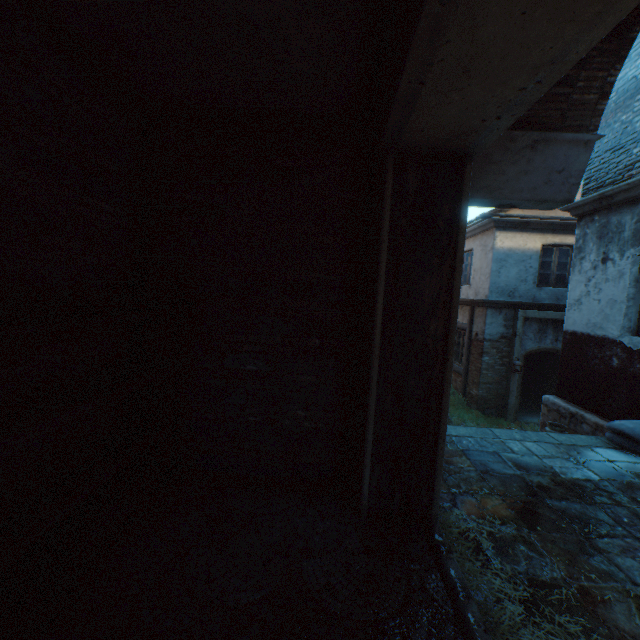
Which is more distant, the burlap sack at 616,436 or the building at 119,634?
the burlap sack at 616,436

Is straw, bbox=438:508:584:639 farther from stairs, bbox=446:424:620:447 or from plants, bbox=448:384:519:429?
plants, bbox=448:384:519:429

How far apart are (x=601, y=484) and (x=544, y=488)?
0.74m

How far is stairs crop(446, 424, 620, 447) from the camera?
4.53m

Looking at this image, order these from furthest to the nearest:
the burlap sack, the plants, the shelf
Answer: the plants < the burlap sack < the shelf

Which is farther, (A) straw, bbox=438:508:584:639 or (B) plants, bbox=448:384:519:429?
(B) plants, bbox=448:384:519:429

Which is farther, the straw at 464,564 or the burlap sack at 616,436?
the burlap sack at 616,436

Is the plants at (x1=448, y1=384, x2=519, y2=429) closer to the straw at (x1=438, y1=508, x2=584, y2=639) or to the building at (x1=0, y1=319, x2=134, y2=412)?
the building at (x1=0, y1=319, x2=134, y2=412)
